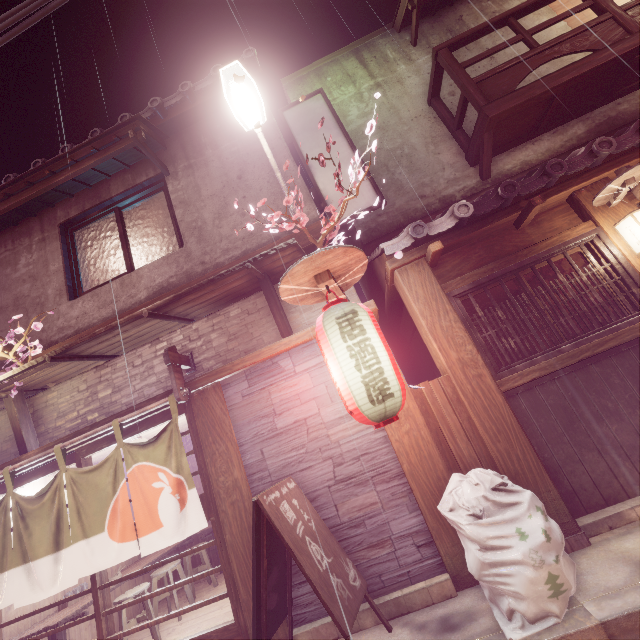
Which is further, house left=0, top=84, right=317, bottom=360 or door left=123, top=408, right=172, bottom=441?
house left=0, top=84, right=317, bottom=360

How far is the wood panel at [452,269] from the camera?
7.2m

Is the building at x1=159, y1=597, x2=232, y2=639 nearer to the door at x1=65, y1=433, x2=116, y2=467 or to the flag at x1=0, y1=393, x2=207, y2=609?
the door at x1=65, y1=433, x2=116, y2=467

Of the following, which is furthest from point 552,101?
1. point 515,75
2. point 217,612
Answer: point 217,612

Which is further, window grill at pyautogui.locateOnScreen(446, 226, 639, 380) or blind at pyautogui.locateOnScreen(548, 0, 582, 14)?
blind at pyautogui.locateOnScreen(548, 0, 582, 14)

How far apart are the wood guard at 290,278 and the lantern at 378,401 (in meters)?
0.02

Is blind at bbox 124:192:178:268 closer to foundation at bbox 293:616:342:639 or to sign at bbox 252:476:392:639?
sign at bbox 252:476:392:639

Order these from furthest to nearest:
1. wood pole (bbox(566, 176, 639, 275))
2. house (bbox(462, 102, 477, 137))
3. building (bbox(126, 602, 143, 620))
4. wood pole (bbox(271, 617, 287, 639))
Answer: building (bbox(126, 602, 143, 620)), house (bbox(462, 102, 477, 137)), wood pole (bbox(566, 176, 639, 275)), wood pole (bbox(271, 617, 287, 639))
